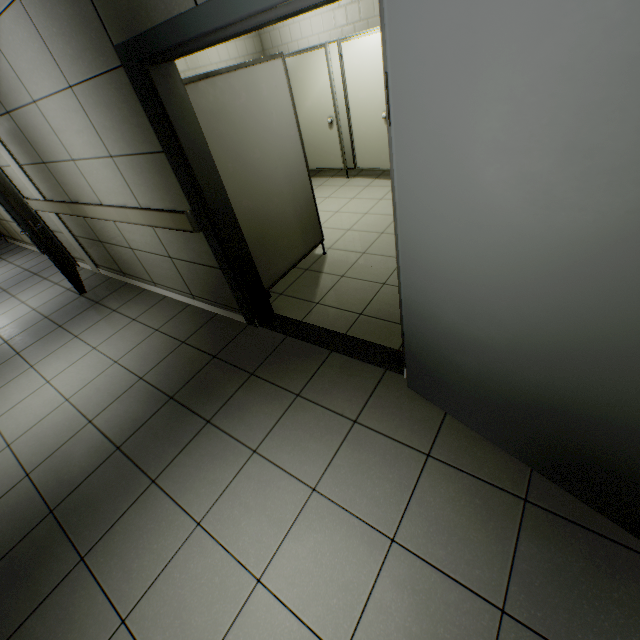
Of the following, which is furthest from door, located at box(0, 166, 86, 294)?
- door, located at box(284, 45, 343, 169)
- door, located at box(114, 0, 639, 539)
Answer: door, located at box(284, 45, 343, 169)

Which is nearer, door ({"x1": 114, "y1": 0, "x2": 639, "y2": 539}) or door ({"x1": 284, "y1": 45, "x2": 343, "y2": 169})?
door ({"x1": 114, "y1": 0, "x2": 639, "y2": 539})

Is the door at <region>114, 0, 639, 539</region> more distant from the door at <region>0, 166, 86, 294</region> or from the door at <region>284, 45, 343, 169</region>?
the door at <region>284, 45, 343, 169</region>

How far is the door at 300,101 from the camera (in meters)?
5.01

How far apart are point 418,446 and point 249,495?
1.07m

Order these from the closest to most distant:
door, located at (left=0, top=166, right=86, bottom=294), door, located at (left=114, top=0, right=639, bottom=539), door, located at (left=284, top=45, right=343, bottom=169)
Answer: door, located at (left=114, top=0, right=639, bottom=539) → door, located at (left=0, top=166, right=86, bottom=294) → door, located at (left=284, top=45, right=343, bottom=169)

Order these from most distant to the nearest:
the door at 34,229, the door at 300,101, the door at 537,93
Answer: the door at 300,101, the door at 34,229, the door at 537,93
